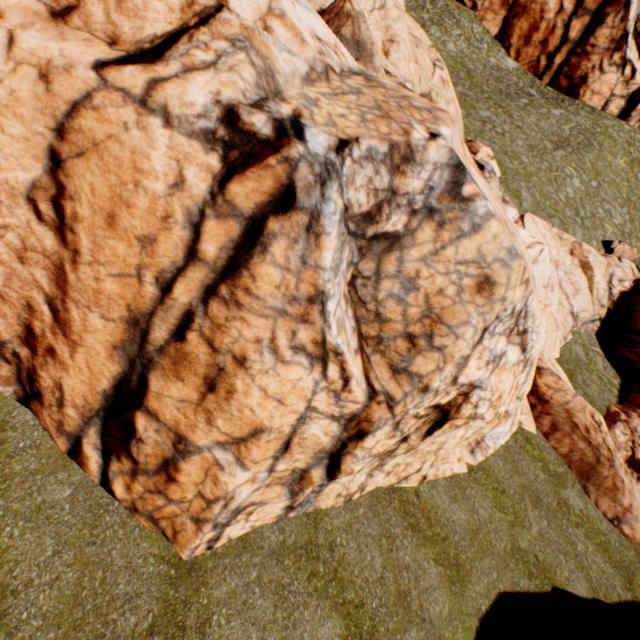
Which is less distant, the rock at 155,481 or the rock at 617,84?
the rock at 155,481

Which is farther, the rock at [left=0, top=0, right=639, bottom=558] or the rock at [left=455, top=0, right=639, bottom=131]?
the rock at [left=455, top=0, right=639, bottom=131]

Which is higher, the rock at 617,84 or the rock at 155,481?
the rock at 617,84

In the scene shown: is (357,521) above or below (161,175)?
below

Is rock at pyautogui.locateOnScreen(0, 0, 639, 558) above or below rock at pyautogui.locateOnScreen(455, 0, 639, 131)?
below
